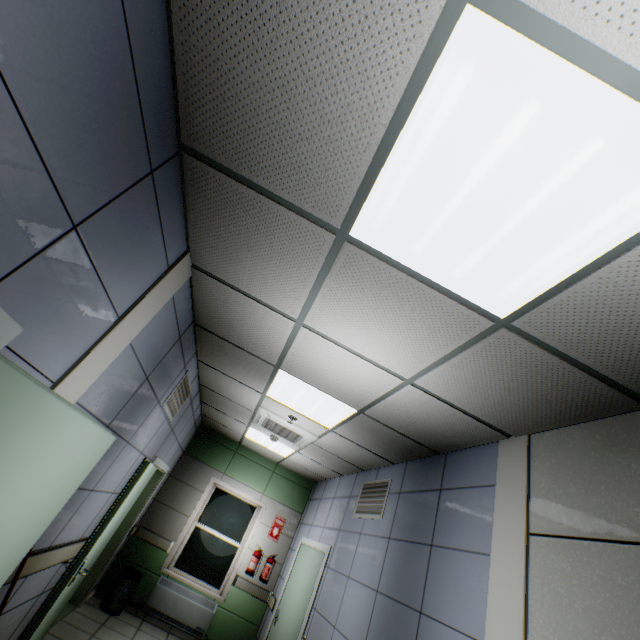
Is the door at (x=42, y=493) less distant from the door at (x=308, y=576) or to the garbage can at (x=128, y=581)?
the door at (x=308, y=576)

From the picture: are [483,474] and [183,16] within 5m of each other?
yes

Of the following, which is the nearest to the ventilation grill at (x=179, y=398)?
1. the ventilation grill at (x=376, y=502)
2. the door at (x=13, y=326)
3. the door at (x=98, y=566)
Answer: the door at (x=98, y=566)

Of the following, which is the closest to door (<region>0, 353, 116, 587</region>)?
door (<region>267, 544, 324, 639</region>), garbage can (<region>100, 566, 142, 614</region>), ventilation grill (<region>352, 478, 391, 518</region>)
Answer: ventilation grill (<region>352, 478, 391, 518</region>)

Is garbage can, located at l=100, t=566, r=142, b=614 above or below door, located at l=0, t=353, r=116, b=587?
below

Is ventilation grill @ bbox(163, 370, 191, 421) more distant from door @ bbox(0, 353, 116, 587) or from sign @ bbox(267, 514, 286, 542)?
sign @ bbox(267, 514, 286, 542)

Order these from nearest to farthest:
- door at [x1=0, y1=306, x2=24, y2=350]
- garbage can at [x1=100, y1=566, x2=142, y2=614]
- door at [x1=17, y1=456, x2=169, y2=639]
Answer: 1. door at [x1=0, y1=306, x2=24, y2=350]
2. door at [x1=17, y1=456, x2=169, y2=639]
3. garbage can at [x1=100, y1=566, x2=142, y2=614]

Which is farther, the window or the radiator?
the window
